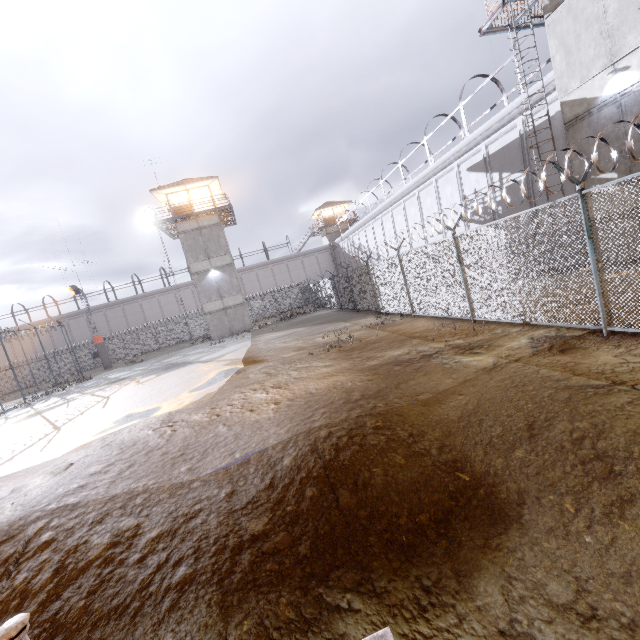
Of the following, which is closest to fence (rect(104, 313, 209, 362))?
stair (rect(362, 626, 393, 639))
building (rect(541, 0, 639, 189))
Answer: stair (rect(362, 626, 393, 639))

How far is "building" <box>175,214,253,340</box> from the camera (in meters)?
30.61

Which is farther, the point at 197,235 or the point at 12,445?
the point at 197,235

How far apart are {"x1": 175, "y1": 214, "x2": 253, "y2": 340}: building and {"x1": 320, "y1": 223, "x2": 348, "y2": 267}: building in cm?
2362

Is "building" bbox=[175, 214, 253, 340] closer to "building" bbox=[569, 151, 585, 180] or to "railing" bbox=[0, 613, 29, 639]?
"building" bbox=[569, 151, 585, 180]

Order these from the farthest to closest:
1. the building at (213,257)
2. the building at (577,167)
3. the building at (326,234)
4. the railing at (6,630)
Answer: the building at (326,234), the building at (213,257), the building at (577,167), the railing at (6,630)

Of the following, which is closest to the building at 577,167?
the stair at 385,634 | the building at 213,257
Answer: the stair at 385,634

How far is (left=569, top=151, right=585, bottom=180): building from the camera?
12.7m
